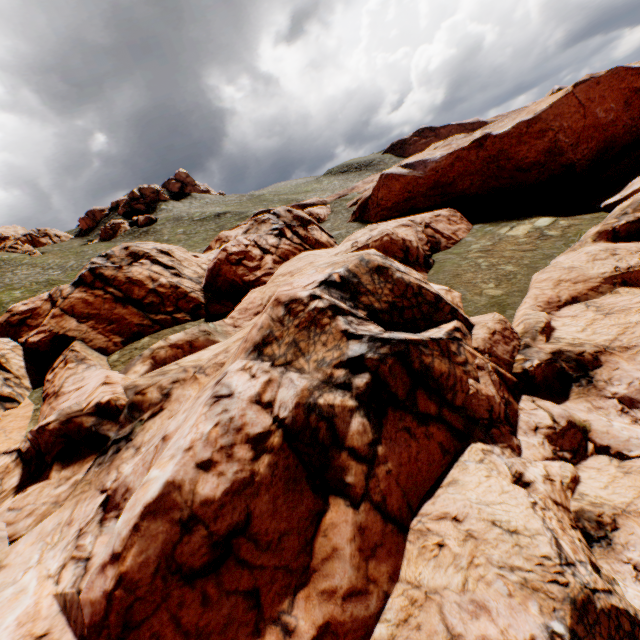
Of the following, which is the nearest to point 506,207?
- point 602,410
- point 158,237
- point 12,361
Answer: point 602,410
